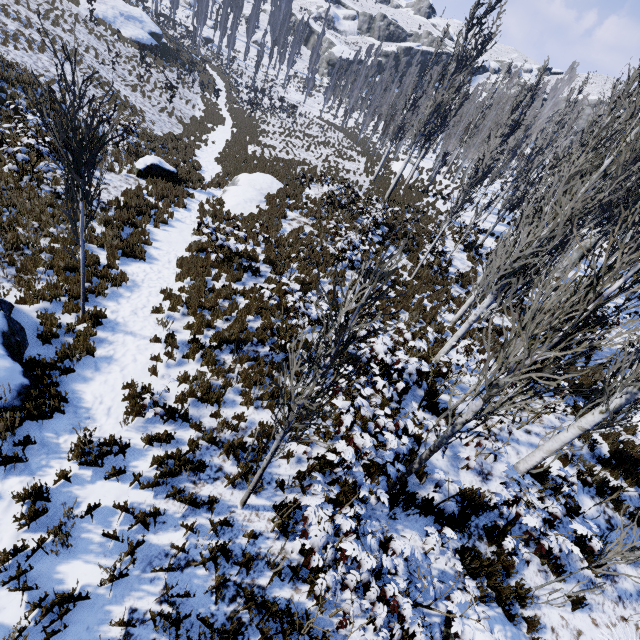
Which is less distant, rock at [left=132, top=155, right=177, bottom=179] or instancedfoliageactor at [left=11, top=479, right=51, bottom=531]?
instancedfoliageactor at [left=11, top=479, right=51, bottom=531]

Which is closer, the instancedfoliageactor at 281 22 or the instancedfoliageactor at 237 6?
the instancedfoliageactor at 237 6

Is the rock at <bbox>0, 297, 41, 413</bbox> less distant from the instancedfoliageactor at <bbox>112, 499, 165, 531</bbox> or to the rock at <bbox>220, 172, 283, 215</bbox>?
the instancedfoliageactor at <bbox>112, 499, 165, 531</bbox>

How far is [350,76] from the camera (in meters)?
52.34

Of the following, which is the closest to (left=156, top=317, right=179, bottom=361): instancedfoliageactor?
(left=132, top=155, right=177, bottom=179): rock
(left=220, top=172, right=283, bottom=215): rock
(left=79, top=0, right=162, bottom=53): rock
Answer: (left=79, top=0, right=162, bottom=53): rock

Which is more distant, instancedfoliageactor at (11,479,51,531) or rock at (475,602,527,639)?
rock at (475,602,527,639)

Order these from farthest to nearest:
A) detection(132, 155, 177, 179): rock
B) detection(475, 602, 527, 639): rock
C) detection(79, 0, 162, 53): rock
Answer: detection(79, 0, 162, 53): rock, detection(132, 155, 177, 179): rock, detection(475, 602, 527, 639): rock

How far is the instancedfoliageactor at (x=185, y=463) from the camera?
5.0 meters
